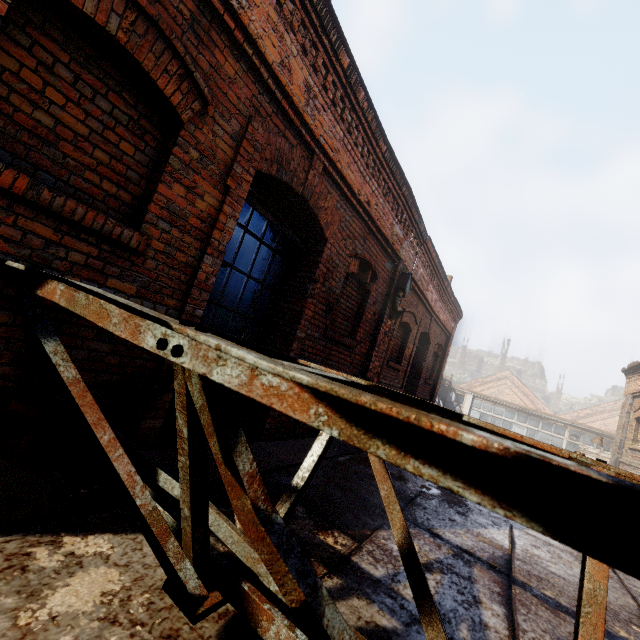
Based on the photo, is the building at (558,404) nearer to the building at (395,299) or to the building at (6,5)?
the building at (395,299)

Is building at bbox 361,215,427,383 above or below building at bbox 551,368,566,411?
below

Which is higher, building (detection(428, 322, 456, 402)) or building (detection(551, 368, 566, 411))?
building (detection(551, 368, 566, 411))

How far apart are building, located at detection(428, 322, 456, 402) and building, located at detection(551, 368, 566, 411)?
60.3 meters

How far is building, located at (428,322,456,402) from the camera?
11.80m

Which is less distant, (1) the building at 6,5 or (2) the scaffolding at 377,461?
(2) the scaffolding at 377,461

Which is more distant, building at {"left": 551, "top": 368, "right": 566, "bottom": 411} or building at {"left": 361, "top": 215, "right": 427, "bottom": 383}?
building at {"left": 551, "top": 368, "right": 566, "bottom": 411}

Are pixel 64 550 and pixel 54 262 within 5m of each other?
yes
